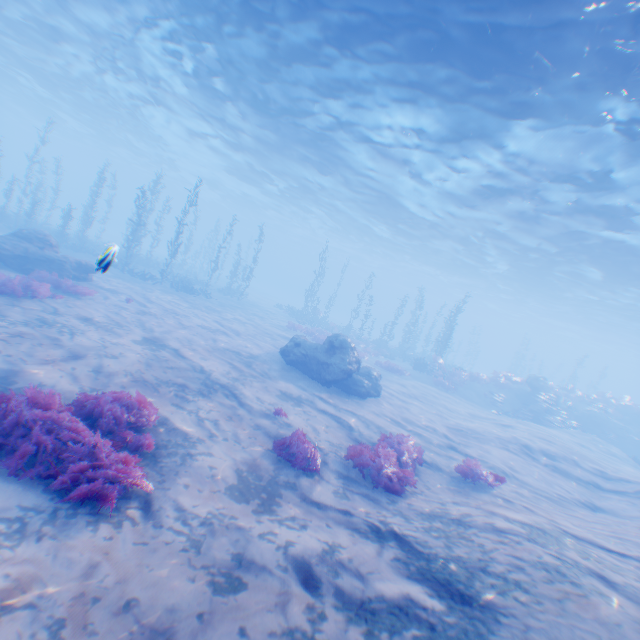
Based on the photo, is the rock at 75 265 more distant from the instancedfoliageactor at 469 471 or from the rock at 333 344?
the instancedfoliageactor at 469 471

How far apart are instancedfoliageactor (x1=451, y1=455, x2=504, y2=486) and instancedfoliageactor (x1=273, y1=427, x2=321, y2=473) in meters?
4.1

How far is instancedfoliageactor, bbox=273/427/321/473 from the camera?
7.23m

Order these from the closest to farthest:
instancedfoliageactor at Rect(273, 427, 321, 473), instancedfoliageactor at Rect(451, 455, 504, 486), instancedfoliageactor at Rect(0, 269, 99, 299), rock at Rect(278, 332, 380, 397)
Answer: instancedfoliageactor at Rect(273, 427, 321, 473), instancedfoliageactor at Rect(451, 455, 504, 486), instancedfoliageactor at Rect(0, 269, 99, 299), rock at Rect(278, 332, 380, 397)

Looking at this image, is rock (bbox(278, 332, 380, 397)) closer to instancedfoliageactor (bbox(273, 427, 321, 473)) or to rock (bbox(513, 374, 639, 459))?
rock (bbox(513, 374, 639, 459))

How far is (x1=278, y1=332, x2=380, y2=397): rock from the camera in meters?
14.3

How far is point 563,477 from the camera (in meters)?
11.57

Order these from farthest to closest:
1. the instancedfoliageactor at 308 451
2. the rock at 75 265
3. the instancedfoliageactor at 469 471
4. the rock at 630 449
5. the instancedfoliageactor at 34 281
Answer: the rock at 630 449 → the rock at 75 265 → the instancedfoliageactor at 34 281 → the instancedfoliageactor at 469 471 → the instancedfoliageactor at 308 451
